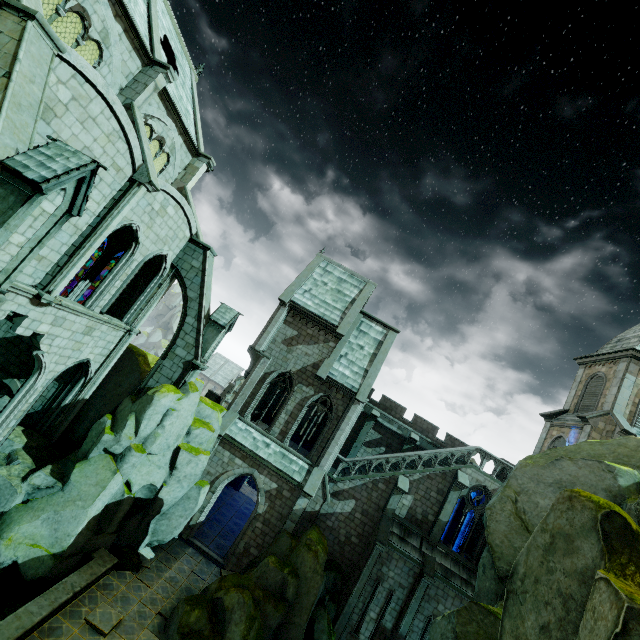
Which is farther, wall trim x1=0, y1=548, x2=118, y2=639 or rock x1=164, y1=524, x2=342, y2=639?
rock x1=164, y1=524, x2=342, y2=639

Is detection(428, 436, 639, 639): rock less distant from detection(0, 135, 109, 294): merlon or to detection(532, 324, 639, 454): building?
detection(532, 324, 639, 454): building

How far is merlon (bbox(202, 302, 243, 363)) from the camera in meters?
17.9 m

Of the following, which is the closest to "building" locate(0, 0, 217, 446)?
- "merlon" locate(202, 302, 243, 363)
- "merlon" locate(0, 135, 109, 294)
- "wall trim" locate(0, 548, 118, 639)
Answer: "merlon" locate(202, 302, 243, 363)

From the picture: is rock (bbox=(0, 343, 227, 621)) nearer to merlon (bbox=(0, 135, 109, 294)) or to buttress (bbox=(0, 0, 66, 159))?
buttress (bbox=(0, 0, 66, 159))

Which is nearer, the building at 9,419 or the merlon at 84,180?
the merlon at 84,180

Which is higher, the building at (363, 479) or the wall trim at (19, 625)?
the building at (363, 479)

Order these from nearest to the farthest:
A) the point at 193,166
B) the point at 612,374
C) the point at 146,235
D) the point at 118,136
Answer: the point at 118,136 < the point at 146,235 < the point at 193,166 < the point at 612,374
